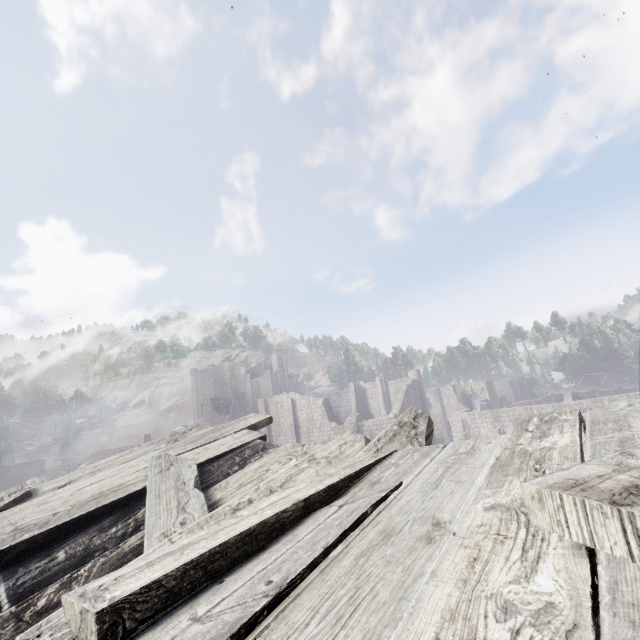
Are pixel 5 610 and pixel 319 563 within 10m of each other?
yes

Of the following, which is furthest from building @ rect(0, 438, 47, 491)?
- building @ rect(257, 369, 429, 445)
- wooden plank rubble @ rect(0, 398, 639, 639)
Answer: wooden plank rubble @ rect(0, 398, 639, 639)

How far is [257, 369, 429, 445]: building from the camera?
36.5 meters

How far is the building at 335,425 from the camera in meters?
36.5 m

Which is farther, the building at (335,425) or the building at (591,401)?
the building at (335,425)

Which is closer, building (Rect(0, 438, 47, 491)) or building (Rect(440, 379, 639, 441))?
building (Rect(440, 379, 639, 441))
